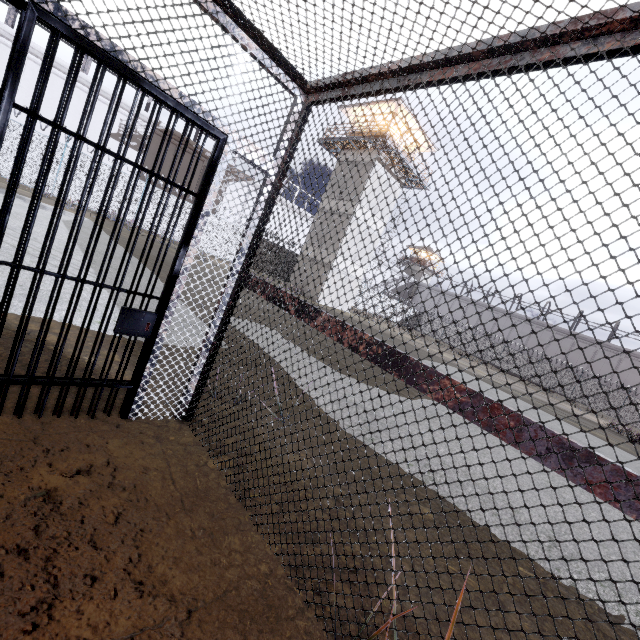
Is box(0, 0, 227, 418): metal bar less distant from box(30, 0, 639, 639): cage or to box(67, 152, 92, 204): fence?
box(30, 0, 639, 639): cage

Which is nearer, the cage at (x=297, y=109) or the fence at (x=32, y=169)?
the cage at (x=297, y=109)

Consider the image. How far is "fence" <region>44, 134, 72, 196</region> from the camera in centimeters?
1680cm

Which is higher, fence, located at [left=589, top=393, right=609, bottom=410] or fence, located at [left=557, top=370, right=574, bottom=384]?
fence, located at [left=557, top=370, right=574, bottom=384]

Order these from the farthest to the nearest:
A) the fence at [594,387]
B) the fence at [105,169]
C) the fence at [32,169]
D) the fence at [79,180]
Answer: the fence at [594,387], the fence at [105,169], the fence at [79,180], the fence at [32,169]

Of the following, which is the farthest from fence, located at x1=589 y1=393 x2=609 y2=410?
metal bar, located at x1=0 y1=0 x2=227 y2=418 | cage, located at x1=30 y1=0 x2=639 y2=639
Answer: metal bar, located at x1=0 y1=0 x2=227 y2=418

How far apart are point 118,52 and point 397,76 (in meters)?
1.55
